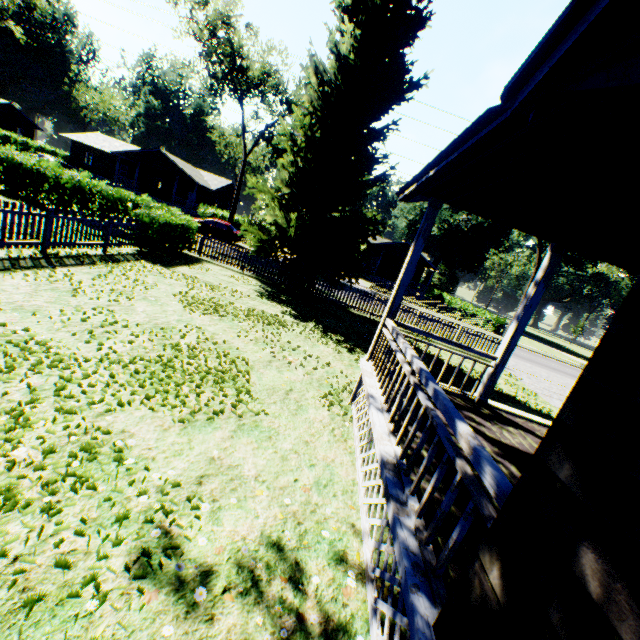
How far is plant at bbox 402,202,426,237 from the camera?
58.0m

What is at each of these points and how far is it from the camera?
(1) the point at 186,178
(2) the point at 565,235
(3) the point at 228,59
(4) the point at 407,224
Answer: (1) house, 39.41m
(2) house, 5.32m
(3) tree, 28.58m
(4) plant, 59.44m

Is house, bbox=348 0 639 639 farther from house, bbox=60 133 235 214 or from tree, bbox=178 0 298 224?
house, bbox=60 133 235 214

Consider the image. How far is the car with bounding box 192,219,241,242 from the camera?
28.5 meters

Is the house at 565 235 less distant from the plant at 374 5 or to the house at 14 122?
the plant at 374 5

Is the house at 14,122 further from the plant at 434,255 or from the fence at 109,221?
the fence at 109,221

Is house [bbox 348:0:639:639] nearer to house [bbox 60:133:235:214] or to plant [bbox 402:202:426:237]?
plant [bbox 402:202:426:237]

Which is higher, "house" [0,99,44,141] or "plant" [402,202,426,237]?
"plant" [402,202,426,237]
